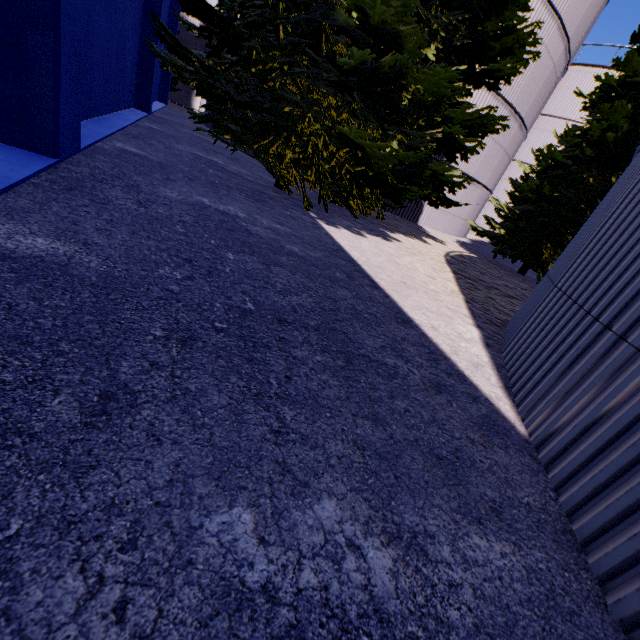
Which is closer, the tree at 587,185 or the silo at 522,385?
the silo at 522,385

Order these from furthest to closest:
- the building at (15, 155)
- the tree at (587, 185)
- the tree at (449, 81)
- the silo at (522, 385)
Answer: the tree at (587, 185), the tree at (449, 81), the building at (15, 155), the silo at (522, 385)

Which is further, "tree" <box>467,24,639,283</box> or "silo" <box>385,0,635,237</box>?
"silo" <box>385,0,635,237</box>

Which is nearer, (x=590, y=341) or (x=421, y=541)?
(x=421, y=541)

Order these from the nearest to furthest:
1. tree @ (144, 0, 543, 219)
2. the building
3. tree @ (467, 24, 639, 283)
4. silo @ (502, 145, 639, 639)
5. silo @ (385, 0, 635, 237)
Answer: silo @ (502, 145, 639, 639) < the building < tree @ (144, 0, 543, 219) < tree @ (467, 24, 639, 283) < silo @ (385, 0, 635, 237)

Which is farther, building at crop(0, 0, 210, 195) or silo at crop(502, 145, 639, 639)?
building at crop(0, 0, 210, 195)
